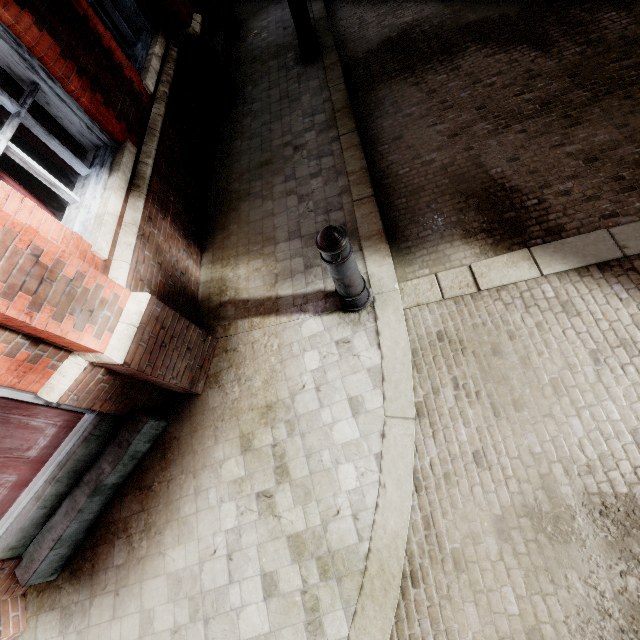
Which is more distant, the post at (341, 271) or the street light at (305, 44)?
the street light at (305, 44)

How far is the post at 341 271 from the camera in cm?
224

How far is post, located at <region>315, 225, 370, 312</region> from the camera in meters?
2.2 m

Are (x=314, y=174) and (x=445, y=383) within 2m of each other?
no

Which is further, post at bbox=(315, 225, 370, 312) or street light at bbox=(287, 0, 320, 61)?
street light at bbox=(287, 0, 320, 61)
